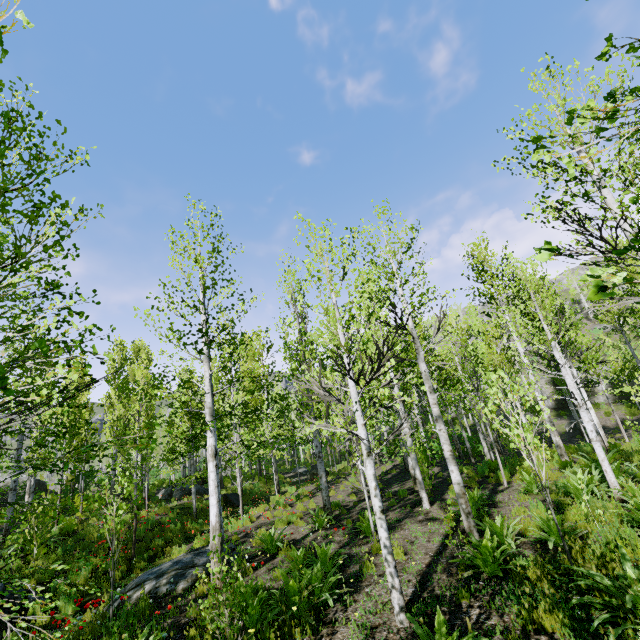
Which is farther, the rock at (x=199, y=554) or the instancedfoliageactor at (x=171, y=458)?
the rock at (x=199, y=554)

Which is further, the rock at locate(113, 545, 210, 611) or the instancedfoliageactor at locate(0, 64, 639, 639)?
the rock at locate(113, 545, 210, 611)

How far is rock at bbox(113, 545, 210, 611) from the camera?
7.10m

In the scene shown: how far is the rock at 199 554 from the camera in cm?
710

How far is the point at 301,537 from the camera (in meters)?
9.39
